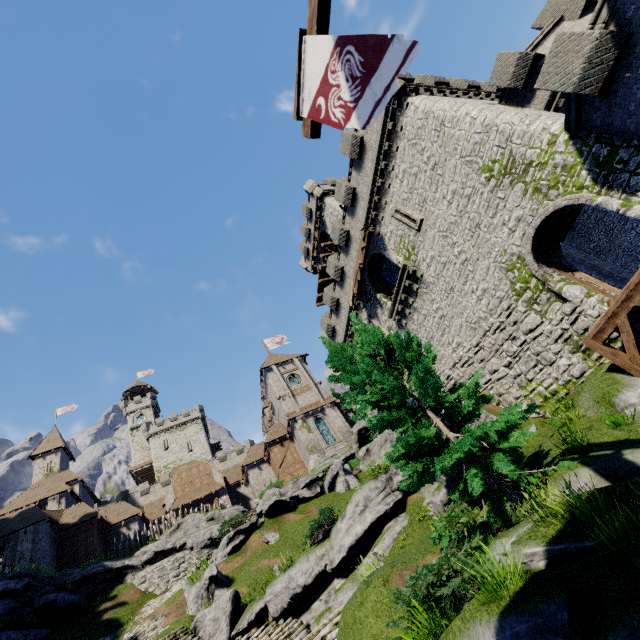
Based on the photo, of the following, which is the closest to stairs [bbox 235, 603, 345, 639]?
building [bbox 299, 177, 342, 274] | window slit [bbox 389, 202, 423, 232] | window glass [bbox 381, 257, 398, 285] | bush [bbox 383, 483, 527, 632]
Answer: bush [bbox 383, 483, 527, 632]

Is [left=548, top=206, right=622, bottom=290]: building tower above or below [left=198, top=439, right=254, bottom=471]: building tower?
below

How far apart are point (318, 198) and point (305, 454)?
29.4 meters

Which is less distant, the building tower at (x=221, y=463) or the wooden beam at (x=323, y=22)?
the wooden beam at (x=323, y=22)

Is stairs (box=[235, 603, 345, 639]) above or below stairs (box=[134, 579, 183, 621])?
below

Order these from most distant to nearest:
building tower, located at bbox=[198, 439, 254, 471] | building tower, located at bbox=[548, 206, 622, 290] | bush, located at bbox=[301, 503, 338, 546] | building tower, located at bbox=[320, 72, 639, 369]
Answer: building tower, located at bbox=[198, 439, 254, 471]
bush, located at bbox=[301, 503, 338, 546]
building tower, located at bbox=[548, 206, 622, 290]
building tower, located at bbox=[320, 72, 639, 369]

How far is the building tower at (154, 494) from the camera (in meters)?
48.56

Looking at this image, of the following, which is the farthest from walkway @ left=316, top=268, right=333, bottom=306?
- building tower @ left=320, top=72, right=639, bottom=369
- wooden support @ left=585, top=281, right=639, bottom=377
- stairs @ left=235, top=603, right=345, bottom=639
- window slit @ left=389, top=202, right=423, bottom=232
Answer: stairs @ left=235, top=603, right=345, bottom=639
